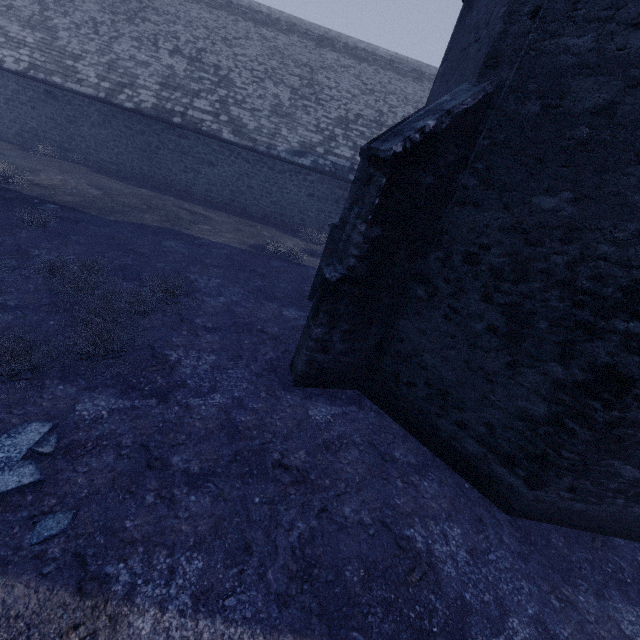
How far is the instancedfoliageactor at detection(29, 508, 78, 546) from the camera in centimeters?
303cm

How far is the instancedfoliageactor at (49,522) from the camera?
3.0m

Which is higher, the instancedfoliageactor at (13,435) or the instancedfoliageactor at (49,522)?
the instancedfoliageactor at (13,435)

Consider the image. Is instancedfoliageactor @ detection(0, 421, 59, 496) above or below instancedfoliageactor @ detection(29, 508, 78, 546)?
above

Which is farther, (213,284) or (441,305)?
(213,284)
